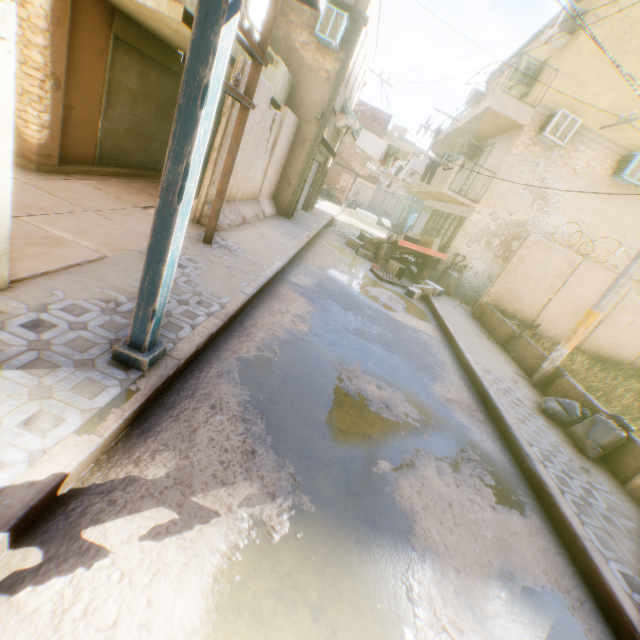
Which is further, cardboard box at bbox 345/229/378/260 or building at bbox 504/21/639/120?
cardboard box at bbox 345/229/378/260

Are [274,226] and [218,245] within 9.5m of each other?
yes

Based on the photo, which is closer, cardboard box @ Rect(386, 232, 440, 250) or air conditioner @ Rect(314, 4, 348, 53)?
air conditioner @ Rect(314, 4, 348, 53)

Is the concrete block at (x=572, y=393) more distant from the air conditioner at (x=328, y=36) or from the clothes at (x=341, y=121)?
the air conditioner at (x=328, y=36)

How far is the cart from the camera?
12.34m

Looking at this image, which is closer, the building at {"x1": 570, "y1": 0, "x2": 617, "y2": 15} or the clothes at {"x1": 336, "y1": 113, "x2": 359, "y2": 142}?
the building at {"x1": 570, "y1": 0, "x2": 617, "y2": 15}

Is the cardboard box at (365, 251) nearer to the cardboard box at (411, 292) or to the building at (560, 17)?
the building at (560, 17)

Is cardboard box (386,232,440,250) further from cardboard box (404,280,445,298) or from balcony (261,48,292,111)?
balcony (261,48,292,111)
